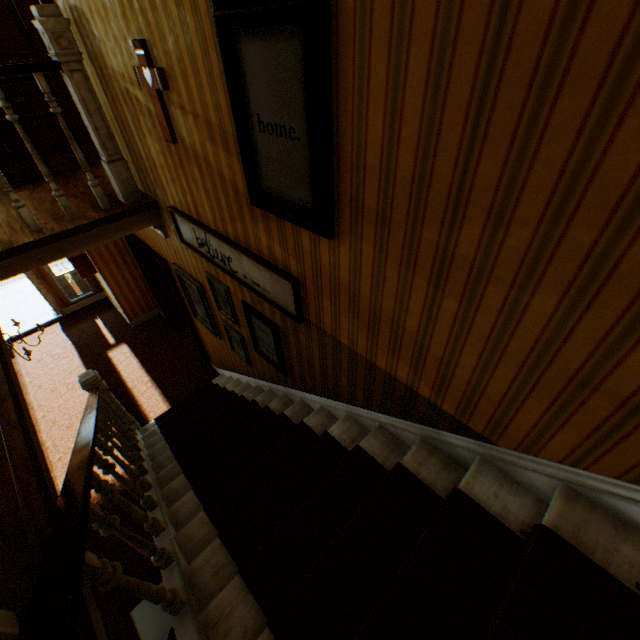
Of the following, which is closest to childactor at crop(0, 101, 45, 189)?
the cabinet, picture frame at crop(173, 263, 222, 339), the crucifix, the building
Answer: the building

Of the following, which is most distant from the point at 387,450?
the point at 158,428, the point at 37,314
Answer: the point at 37,314

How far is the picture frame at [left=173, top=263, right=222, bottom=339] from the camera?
4.16m

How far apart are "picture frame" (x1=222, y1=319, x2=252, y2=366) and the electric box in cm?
403

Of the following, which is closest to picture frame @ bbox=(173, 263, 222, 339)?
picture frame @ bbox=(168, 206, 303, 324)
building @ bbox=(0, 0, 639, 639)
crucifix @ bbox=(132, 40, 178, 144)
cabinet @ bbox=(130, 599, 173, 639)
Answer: building @ bbox=(0, 0, 639, 639)

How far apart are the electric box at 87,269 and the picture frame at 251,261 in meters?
4.0 m

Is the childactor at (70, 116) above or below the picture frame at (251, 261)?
above

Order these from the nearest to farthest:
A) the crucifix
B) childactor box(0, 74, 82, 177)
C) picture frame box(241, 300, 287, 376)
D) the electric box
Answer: the crucifix, picture frame box(241, 300, 287, 376), childactor box(0, 74, 82, 177), the electric box
